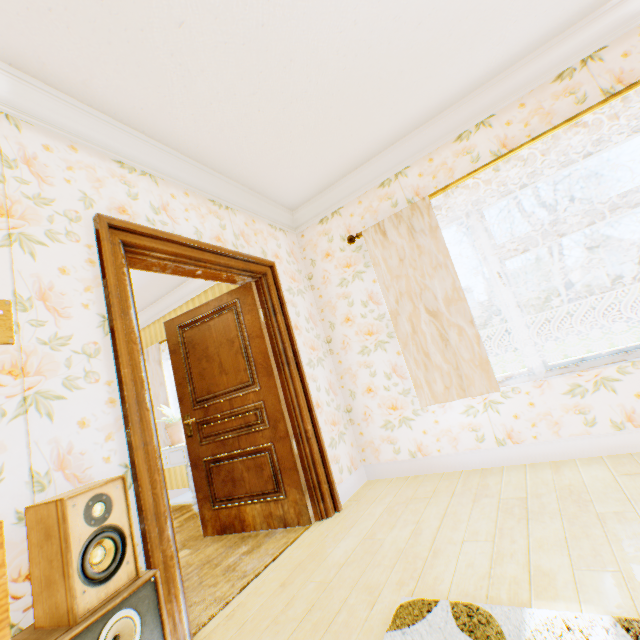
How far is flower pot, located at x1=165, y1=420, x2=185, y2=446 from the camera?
4.38m

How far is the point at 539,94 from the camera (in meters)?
2.70

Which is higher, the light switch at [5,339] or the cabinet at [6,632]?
the light switch at [5,339]

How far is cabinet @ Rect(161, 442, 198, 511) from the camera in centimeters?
403cm

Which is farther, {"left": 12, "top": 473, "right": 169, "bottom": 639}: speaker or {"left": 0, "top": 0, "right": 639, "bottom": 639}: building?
{"left": 0, "top": 0, "right": 639, "bottom": 639}: building

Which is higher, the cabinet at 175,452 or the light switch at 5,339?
the light switch at 5,339

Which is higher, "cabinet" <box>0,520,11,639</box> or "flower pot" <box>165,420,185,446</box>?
"flower pot" <box>165,420,185,446</box>

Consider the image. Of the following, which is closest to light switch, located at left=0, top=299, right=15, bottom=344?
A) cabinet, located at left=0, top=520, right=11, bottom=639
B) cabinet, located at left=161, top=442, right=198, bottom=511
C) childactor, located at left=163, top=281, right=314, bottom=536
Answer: cabinet, located at left=0, top=520, right=11, bottom=639
